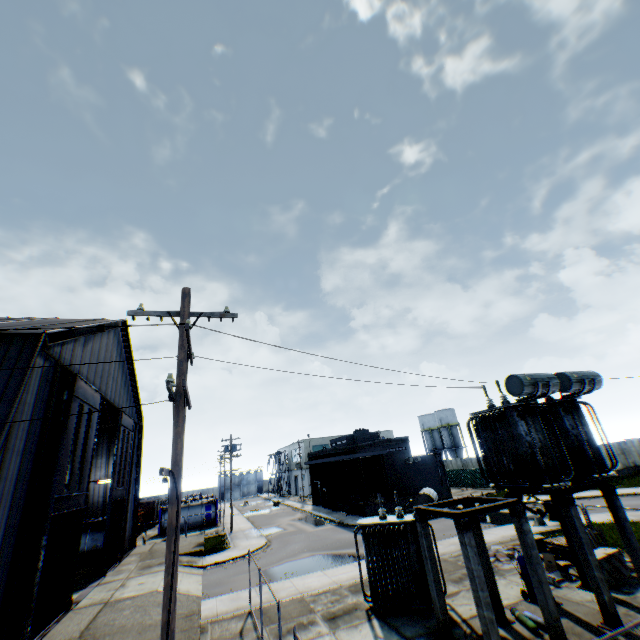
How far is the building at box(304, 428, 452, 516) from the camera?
34.72m

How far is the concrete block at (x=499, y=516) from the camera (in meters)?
22.98

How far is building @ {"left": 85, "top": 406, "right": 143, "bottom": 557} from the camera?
28.25m

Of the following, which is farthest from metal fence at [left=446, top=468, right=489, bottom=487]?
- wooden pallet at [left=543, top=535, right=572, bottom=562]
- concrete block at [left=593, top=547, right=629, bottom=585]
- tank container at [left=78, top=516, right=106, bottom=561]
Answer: tank container at [left=78, top=516, right=106, bottom=561]

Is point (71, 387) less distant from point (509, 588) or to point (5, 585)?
point (5, 585)

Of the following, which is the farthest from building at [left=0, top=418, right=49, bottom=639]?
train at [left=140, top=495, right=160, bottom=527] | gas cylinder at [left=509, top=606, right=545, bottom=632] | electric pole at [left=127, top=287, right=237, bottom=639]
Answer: train at [left=140, top=495, right=160, bottom=527]

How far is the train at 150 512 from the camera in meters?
46.5 m

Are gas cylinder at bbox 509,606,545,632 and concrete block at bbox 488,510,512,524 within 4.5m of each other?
no
